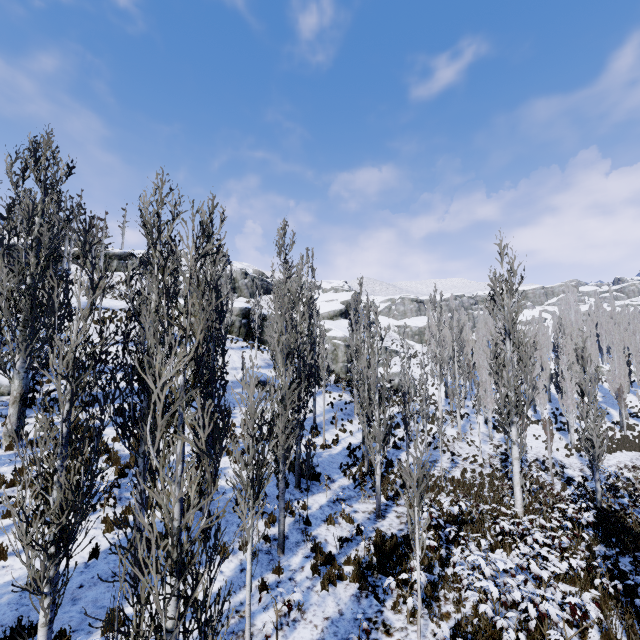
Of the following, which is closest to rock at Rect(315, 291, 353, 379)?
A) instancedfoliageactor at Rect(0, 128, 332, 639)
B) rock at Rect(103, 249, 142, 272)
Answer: instancedfoliageactor at Rect(0, 128, 332, 639)

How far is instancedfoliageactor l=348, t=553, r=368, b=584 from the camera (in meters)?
8.42

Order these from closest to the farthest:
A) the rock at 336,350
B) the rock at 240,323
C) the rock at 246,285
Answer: the rock at 240,323 < the rock at 336,350 < the rock at 246,285

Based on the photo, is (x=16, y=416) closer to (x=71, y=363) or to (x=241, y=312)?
(x=71, y=363)

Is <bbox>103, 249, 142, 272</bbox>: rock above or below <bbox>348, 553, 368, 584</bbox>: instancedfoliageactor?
above

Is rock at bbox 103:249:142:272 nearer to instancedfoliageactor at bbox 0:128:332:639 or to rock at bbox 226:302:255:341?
rock at bbox 226:302:255:341

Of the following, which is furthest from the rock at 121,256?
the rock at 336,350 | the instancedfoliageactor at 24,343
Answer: the instancedfoliageactor at 24,343

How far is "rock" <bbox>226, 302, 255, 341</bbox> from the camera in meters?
35.4 m
